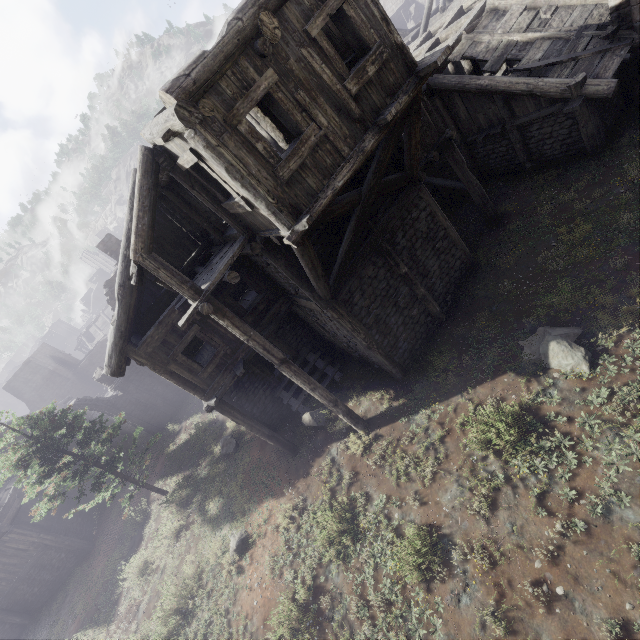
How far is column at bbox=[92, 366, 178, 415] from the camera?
22.5 meters

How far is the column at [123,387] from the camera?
22.5m

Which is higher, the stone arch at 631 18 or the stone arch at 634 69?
the stone arch at 631 18

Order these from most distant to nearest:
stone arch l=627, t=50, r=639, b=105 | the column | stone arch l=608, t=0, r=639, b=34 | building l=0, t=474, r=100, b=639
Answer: the column, building l=0, t=474, r=100, b=639, stone arch l=627, t=50, r=639, b=105, stone arch l=608, t=0, r=639, b=34

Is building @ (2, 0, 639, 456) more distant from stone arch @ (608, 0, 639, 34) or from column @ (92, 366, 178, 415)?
column @ (92, 366, 178, 415)

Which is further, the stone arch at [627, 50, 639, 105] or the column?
the column

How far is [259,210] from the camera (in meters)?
6.64

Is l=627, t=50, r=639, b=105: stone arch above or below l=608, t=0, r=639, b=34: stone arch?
below
